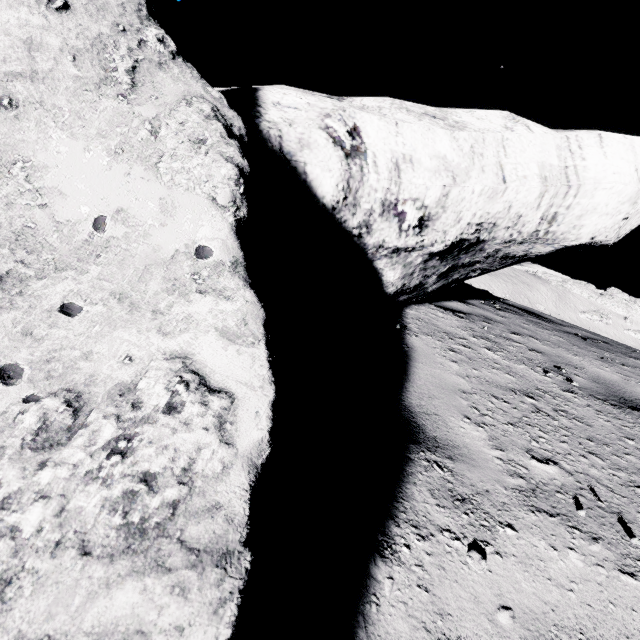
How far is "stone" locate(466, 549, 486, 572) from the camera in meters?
1.2 m

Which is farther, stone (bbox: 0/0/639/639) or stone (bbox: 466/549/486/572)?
stone (bbox: 466/549/486/572)

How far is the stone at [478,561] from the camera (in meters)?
1.23

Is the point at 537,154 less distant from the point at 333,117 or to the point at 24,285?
the point at 333,117

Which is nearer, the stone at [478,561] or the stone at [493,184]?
the stone at [493,184]

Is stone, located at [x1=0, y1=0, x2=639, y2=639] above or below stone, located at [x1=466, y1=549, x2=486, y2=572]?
above
